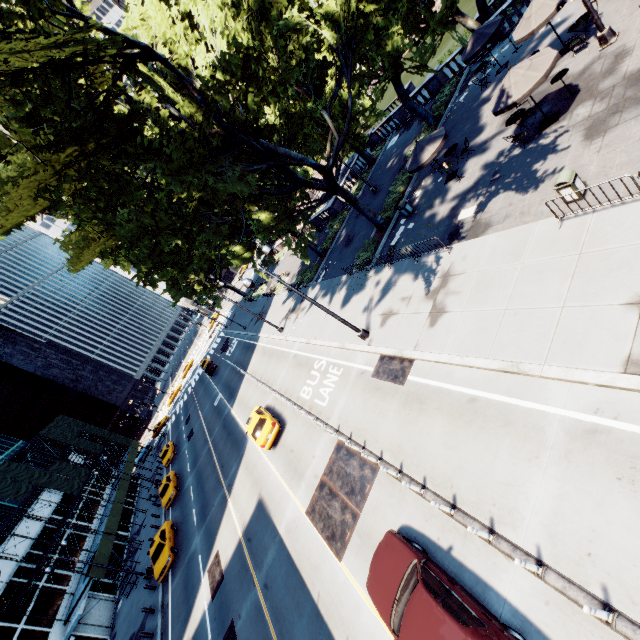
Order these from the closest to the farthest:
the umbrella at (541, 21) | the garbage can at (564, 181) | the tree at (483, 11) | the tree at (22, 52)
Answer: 1. the garbage can at (564, 181)
2. the tree at (22, 52)
3. the umbrella at (541, 21)
4. the tree at (483, 11)

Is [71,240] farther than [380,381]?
Yes

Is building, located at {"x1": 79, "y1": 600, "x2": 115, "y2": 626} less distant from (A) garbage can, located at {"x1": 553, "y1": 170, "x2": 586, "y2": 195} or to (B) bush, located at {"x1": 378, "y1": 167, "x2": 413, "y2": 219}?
(A) garbage can, located at {"x1": 553, "y1": 170, "x2": 586, "y2": 195}

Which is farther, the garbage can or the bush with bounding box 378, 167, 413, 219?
the bush with bounding box 378, 167, 413, 219

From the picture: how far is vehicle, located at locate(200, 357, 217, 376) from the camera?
47.70m

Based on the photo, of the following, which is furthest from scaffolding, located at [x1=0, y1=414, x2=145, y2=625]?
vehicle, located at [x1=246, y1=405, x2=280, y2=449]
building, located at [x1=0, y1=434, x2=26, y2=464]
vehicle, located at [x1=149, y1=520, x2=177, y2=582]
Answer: vehicle, located at [x1=246, y1=405, x2=280, y2=449]

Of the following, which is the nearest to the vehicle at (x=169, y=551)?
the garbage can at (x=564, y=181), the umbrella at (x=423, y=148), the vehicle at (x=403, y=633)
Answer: the vehicle at (x=403, y=633)

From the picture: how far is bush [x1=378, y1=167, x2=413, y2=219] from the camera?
23.3 meters
